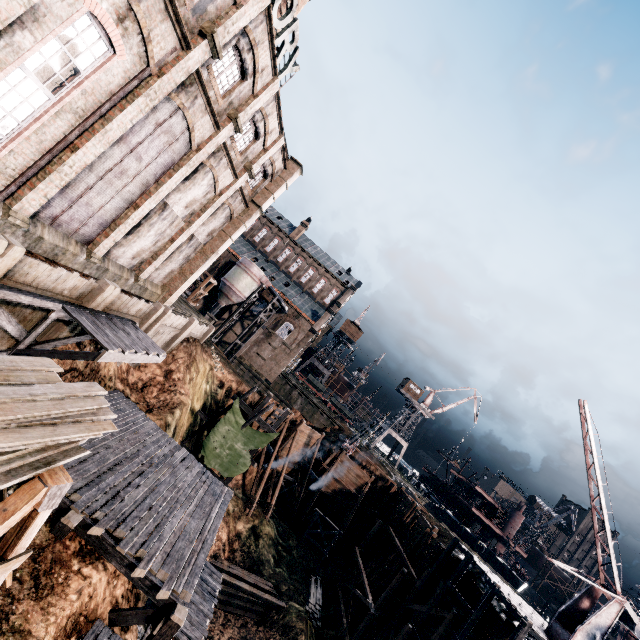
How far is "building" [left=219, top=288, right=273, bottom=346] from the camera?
53.2 meters

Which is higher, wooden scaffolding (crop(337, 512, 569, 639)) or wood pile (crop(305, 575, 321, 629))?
wooden scaffolding (crop(337, 512, 569, 639))

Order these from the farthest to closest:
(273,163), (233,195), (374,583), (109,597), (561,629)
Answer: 1. (374,583)
2. (273,163)
3. (233,195)
4. (561,629)
5. (109,597)

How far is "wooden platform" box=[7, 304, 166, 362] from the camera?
11.50m

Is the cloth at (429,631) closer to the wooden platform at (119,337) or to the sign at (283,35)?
the wooden platform at (119,337)

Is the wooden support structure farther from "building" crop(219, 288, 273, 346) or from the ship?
the ship

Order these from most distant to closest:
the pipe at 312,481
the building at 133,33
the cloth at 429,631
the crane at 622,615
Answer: the pipe at 312,481
the cloth at 429,631
the crane at 622,615
the building at 133,33

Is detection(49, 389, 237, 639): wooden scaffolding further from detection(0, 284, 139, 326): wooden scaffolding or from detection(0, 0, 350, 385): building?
detection(0, 0, 350, 385): building
